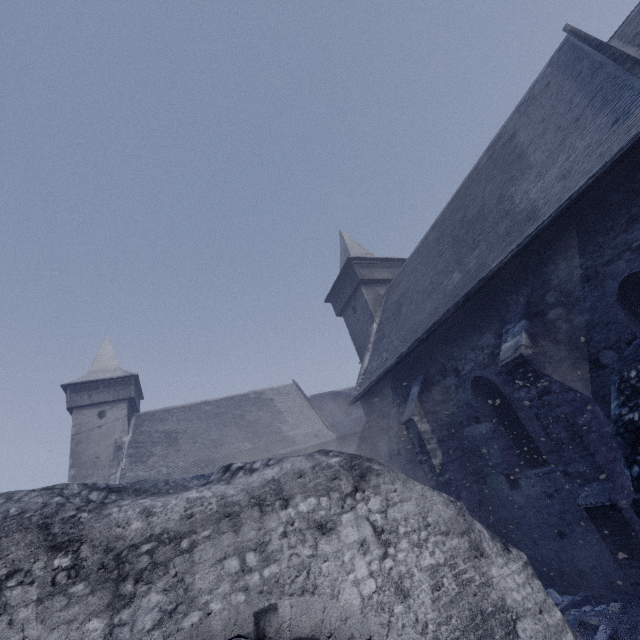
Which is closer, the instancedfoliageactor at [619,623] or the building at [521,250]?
the instancedfoliageactor at [619,623]

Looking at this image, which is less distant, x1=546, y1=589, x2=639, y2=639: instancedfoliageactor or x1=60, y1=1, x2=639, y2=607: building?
x1=546, y1=589, x2=639, y2=639: instancedfoliageactor

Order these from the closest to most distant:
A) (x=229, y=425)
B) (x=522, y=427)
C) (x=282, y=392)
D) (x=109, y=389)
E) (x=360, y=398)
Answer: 1. (x=522, y=427)
2. (x=360, y=398)
3. (x=109, y=389)
4. (x=229, y=425)
5. (x=282, y=392)

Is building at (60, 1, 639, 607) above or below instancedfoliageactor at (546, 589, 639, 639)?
above

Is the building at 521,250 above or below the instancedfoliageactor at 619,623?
above
